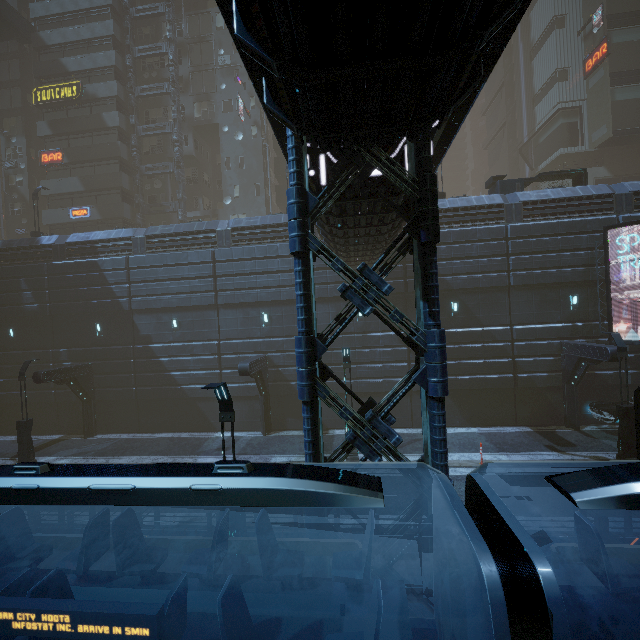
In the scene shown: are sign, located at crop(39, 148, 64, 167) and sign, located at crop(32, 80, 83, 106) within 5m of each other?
yes

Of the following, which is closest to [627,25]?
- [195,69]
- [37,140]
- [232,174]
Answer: [232,174]

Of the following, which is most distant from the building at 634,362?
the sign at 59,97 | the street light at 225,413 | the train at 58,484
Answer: the train at 58,484

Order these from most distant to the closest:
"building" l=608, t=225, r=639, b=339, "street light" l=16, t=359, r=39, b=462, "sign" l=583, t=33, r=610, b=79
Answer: "sign" l=583, t=33, r=610, b=79
"building" l=608, t=225, r=639, b=339
"street light" l=16, t=359, r=39, b=462

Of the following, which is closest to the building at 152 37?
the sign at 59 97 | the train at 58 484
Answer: the sign at 59 97

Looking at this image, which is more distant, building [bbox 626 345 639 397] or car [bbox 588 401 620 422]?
building [bbox 626 345 639 397]

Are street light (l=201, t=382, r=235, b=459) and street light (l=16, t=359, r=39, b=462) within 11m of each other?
no

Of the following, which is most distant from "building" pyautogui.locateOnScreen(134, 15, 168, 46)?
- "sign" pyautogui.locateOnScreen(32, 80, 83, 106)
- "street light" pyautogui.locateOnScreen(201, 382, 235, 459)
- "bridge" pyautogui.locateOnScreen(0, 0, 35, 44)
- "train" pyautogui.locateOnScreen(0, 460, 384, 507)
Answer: "train" pyautogui.locateOnScreen(0, 460, 384, 507)
